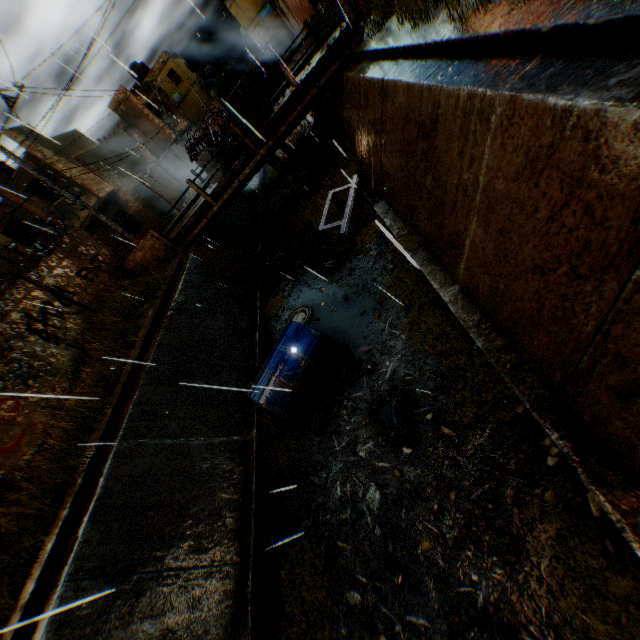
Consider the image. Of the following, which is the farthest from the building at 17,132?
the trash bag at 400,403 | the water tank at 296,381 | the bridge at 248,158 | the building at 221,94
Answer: the trash bag at 400,403

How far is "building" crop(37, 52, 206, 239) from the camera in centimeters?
1905cm

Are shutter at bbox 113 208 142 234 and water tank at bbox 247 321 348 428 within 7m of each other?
no

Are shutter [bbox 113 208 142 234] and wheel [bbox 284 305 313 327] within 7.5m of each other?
no

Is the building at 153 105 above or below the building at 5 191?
below

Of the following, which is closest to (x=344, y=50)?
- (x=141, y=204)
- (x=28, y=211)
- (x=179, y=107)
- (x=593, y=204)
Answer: (x=593, y=204)

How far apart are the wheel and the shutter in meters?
18.6

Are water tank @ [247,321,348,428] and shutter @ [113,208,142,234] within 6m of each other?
no
